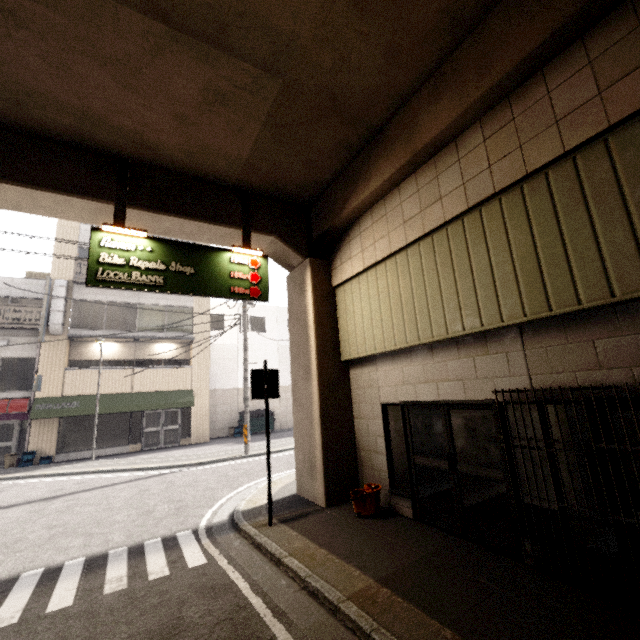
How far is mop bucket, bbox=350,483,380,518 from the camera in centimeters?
588cm

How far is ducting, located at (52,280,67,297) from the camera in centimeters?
1612cm

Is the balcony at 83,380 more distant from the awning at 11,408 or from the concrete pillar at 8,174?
the concrete pillar at 8,174

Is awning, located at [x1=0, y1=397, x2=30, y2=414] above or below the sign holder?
below

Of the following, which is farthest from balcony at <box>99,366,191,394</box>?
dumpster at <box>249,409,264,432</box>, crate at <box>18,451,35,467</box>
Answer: dumpster at <box>249,409,264,432</box>

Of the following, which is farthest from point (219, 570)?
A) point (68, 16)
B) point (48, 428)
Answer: point (48, 428)

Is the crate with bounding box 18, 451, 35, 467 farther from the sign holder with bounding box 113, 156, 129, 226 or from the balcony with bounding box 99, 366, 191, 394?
the sign holder with bounding box 113, 156, 129, 226

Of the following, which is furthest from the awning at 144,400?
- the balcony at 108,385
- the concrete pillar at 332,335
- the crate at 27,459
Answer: the concrete pillar at 332,335
